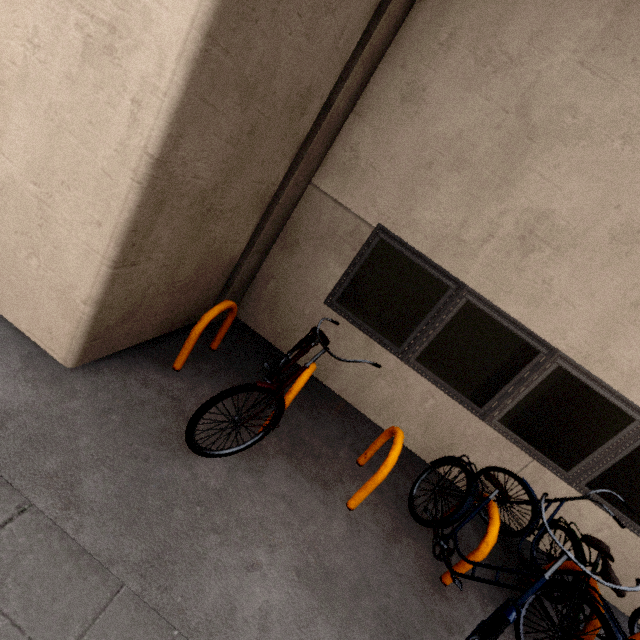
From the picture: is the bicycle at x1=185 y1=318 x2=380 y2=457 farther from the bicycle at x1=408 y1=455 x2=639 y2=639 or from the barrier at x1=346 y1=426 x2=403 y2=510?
the bicycle at x1=408 y1=455 x2=639 y2=639

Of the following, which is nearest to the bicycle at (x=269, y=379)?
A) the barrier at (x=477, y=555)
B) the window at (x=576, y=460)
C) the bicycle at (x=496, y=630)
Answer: the window at (x=576, y=460)

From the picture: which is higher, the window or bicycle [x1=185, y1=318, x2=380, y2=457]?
the window

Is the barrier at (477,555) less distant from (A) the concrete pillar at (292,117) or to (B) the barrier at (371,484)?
(B) the barrier at (371,484)

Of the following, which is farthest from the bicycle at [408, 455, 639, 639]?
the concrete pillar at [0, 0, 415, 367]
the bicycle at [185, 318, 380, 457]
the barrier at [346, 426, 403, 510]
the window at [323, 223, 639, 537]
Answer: the concrete pillar at [0, 0, 415, 367]

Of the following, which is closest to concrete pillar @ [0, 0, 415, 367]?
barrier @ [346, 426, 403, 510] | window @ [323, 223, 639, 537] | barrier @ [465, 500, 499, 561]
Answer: window @ [323, 223, 639, 537]

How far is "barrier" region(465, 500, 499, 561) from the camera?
2.6 meters

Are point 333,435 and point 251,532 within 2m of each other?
yes
